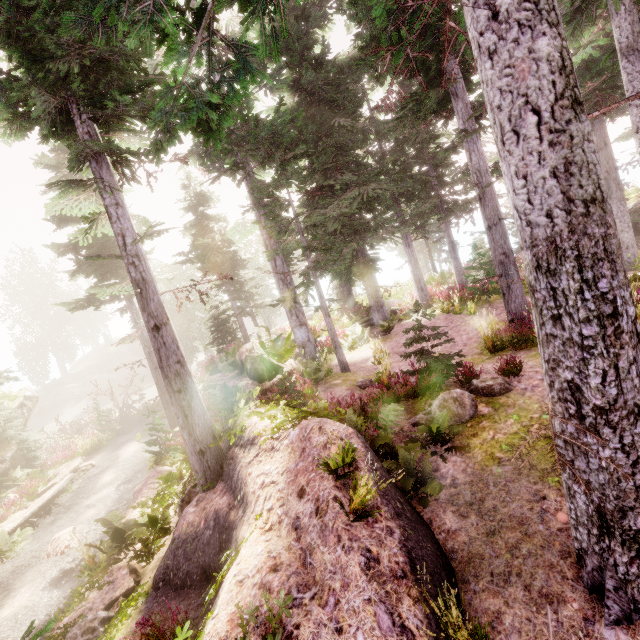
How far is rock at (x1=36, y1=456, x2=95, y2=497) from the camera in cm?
1695

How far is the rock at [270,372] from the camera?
10.7m

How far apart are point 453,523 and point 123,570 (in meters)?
8.44

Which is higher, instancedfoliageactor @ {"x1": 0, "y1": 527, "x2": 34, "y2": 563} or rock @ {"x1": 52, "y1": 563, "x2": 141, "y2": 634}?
rock @ {"x1": 52, "y1": 563, "x2": 141, "y2": 634}

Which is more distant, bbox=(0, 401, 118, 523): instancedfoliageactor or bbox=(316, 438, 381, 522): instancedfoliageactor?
bbox=(0, 401, 118, 523): instancedfoliageactor

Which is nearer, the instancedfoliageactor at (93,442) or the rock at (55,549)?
the rock at (55,549)

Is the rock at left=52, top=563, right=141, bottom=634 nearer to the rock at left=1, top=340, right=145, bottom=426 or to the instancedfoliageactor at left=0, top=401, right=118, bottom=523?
the instancedfoliageactor at left=0, top=401, right=118, bottom=523

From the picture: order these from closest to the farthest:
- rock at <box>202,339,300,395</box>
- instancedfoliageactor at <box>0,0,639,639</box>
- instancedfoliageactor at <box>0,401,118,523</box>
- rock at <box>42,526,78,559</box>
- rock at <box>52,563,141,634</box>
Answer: instancedfoliageactor at <box>0,0,639,639</box>, rock at <box>52,563,141,634</box>, rock at <box>202,339,300,395</box>, rock at <box>42,526,78,559</box>, instancedfoliageactor at <box>0,401,118,523</box>
